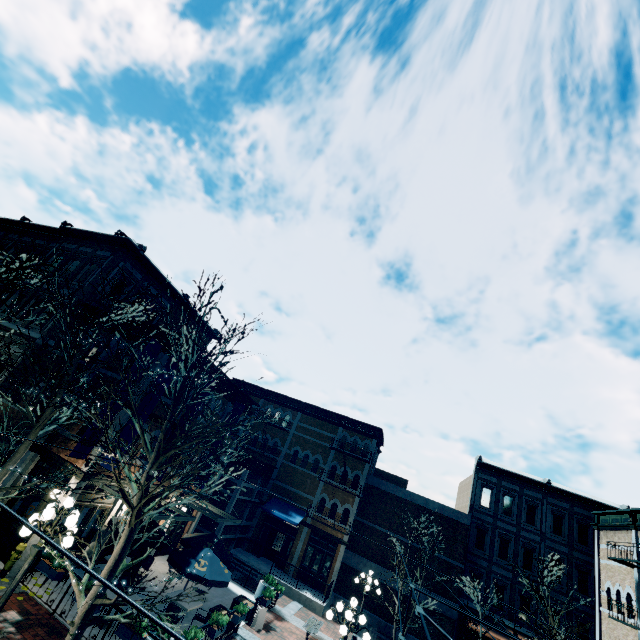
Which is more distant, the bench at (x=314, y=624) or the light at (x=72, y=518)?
the bench at (x=314, y=624)

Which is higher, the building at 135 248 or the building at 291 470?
the building at 135 248

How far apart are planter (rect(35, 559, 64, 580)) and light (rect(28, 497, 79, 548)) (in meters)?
3.60

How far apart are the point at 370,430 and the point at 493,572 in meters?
13.0

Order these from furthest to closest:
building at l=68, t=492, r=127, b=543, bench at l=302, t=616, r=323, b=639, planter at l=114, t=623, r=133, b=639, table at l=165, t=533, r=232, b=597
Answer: bench at l=302, t=616, r=323, b=639
building at l=68, t=492, r=127, b=543
table at l=165, t=533, r=232, b=597
planter at l=114, t=623, r=133, b=639

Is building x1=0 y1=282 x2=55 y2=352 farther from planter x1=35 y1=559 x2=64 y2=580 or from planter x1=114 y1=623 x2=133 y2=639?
planter x1=114 y1=623 x2=133 y2=639

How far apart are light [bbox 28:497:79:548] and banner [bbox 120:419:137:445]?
3.97m

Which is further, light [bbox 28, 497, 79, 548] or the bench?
the bench
